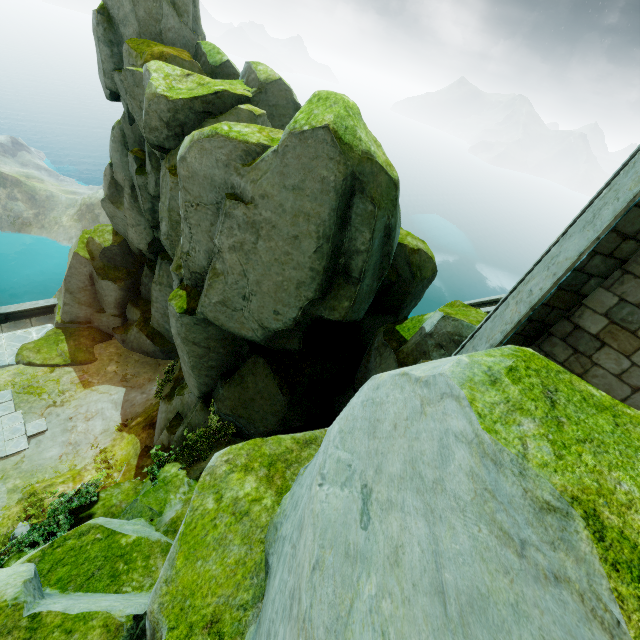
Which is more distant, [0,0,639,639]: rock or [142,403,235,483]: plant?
[142,403,235,483]: plant

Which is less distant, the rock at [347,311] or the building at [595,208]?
the rock at [347,311]

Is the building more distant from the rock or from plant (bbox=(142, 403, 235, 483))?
plant (bbox=(142, 403, 235, 483))

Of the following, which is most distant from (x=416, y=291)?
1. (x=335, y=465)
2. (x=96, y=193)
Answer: (x=96, y=193)

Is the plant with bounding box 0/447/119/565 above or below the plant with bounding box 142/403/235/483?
below

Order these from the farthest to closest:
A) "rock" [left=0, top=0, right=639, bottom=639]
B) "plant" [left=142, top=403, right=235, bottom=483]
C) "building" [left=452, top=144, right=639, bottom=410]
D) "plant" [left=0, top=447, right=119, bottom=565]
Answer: "plant" [left=142, top=403, right=235, bottom=483] < "plant" [left=0, top=447, right=119, bottom=565] < "building" [left=452, top=144, right=639, bottom=410] < "rock" [left=0, top=0, right=639, bottom=639]

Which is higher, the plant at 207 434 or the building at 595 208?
the building at 595 208

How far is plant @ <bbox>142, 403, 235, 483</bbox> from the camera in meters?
8.4
